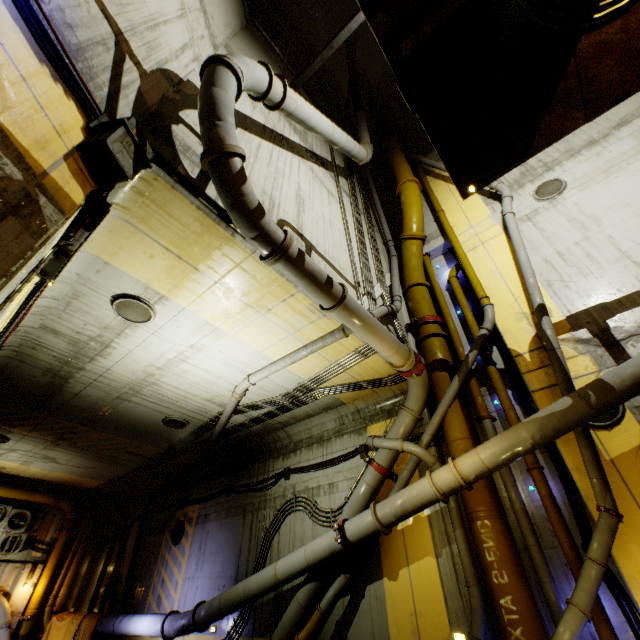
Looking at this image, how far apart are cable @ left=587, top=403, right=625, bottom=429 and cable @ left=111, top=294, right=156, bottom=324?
8.7m

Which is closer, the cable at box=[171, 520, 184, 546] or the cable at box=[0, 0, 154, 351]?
the cable at box=[0, 0, 154, 351]

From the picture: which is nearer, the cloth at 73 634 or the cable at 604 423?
the cable at 604 423

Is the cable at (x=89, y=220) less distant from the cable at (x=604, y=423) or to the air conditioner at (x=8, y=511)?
the air conditioner at (x=8, y=511)

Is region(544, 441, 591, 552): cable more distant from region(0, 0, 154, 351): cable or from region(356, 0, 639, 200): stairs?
region(0, 0, 154, 351): cable

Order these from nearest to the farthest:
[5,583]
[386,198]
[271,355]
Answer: [271,355], [5,583], [386,198]

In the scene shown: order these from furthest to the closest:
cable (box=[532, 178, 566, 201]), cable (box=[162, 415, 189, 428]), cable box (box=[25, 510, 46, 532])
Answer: cable box (box=[25, 510, 46, 532]) → cable (box=[162, 415, 189, 428]) → cable (box=[532, 178, 566, 201])

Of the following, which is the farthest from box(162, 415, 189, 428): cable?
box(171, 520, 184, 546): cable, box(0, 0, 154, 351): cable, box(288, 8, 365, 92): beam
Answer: box(288, 8, 365, 92): beam
